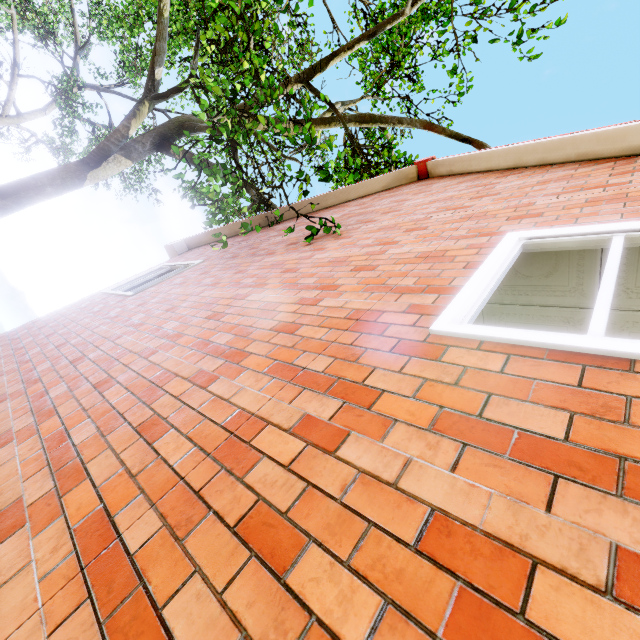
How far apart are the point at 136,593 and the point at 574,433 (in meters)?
1.38
